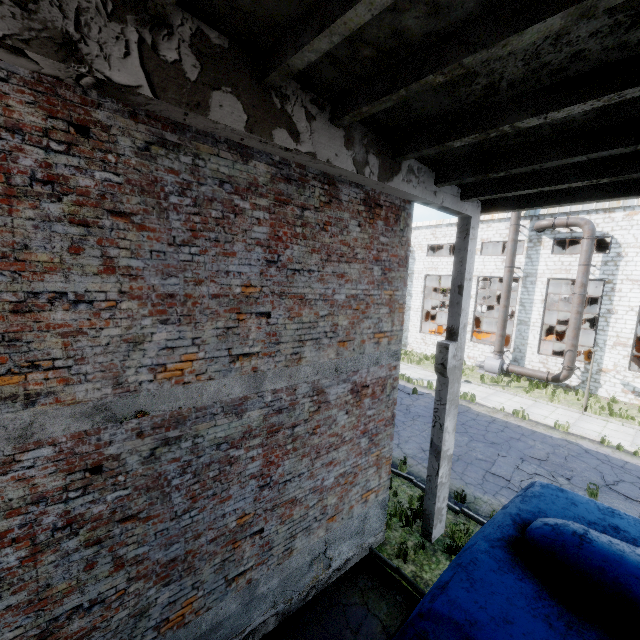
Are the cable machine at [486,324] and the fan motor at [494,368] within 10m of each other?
no

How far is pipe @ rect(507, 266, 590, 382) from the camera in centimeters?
1872cm

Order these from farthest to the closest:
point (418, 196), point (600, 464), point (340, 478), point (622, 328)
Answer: point (622, 328) < point (600, 464) < point (340, 478) < point (418, 196)

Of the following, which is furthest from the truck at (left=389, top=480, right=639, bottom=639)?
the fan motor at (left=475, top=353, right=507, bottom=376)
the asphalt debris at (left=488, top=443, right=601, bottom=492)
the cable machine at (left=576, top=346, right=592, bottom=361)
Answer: the cable machine at (left=576, top=346, right=592, bottom=361)

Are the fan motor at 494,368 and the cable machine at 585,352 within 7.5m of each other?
yes

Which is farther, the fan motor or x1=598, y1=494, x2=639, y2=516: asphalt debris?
the fan motor

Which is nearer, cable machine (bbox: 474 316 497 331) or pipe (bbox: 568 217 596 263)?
pipe (bbox: 568 217 596 263)

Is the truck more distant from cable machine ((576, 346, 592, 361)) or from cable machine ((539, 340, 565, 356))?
cable machine ((576, 346, 592, 361))
